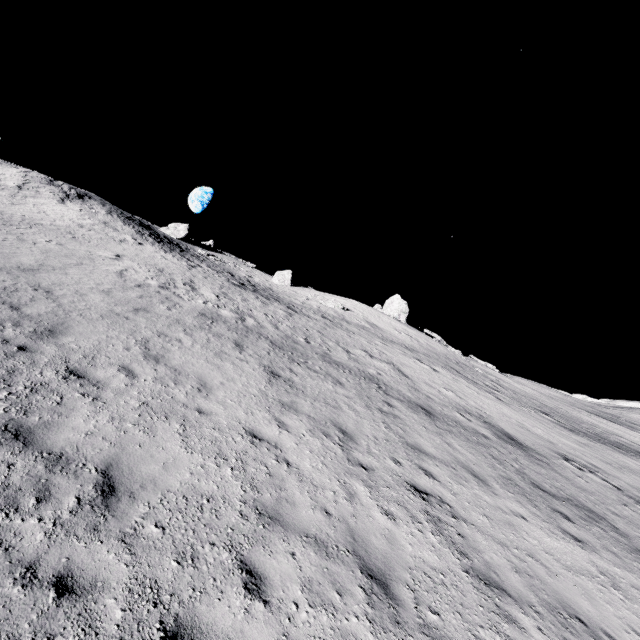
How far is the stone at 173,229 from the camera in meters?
41.2 m

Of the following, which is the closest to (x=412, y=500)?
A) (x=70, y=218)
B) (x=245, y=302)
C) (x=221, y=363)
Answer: (x=221, y=363)

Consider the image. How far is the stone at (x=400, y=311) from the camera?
39.9m

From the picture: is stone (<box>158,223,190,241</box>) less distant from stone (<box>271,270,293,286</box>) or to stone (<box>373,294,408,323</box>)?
stone (<box>271,270,293,286</box>)

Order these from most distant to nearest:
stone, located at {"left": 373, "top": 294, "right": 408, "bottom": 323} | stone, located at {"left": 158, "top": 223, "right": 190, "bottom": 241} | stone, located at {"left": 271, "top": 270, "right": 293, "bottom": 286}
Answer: stone, located at {"left": 271, "top": 270, "right": 293, "bottom": 286} → stone, located at {"left": 158, "top": 223, "right": 190, "bottom": 241} → stone, located at {"left": 373, "top": 294, "right": 408, "bottom": 323}

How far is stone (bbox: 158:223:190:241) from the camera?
41.2 meters

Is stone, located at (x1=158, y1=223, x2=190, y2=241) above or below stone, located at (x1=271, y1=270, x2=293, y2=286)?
above
